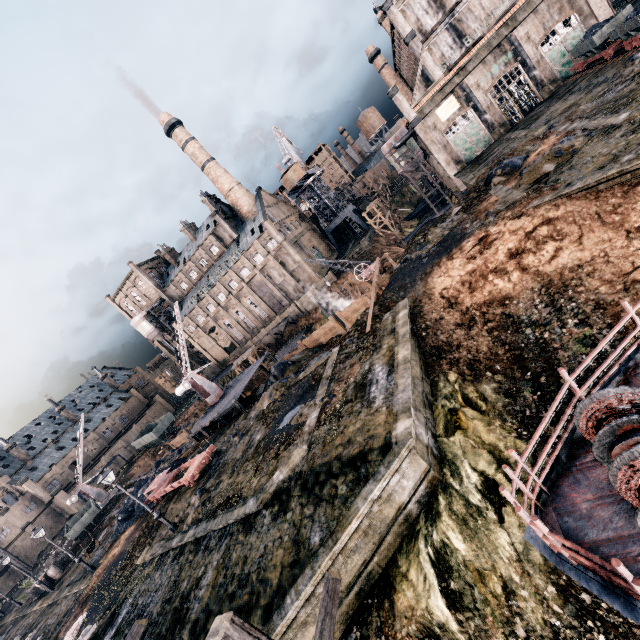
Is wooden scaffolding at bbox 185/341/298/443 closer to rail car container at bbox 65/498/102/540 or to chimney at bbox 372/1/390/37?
rail car container at bbox 65/498/102/540

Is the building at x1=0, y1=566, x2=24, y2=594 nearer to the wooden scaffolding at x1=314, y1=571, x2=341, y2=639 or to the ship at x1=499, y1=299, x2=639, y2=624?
the wooden scaffolding at x1=314, y1=571, x2=341, y2=639

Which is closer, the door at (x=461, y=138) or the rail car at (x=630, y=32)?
the rail car at (x=630, y=32)

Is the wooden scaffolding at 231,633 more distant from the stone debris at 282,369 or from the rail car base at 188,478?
the rail car base at 188,478

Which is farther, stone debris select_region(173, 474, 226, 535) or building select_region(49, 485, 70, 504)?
building select_region(49, 485, 70, 504)

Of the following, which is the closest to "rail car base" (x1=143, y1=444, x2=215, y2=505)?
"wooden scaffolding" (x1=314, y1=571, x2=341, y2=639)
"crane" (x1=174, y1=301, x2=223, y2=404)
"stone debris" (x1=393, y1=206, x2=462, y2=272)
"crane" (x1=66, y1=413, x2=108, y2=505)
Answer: "crane" (x1=174, y1=301, x2=223, y2=404)

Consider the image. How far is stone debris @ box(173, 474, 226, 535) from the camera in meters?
19.0 m

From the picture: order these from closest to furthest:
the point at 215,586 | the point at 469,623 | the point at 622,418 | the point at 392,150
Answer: the point at 622,418
the point at 469,623
the point at 215,586
the point at 392,150
